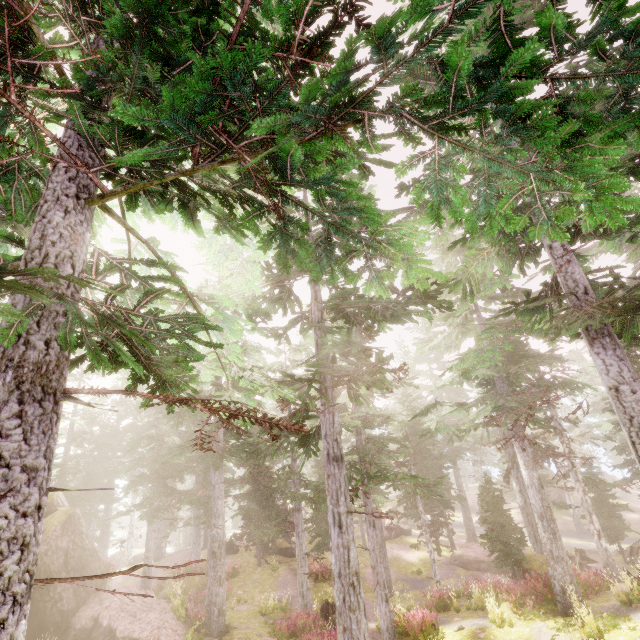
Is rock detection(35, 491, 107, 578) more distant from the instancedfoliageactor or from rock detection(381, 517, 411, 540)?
rock detection(381, 517, 411, 540)

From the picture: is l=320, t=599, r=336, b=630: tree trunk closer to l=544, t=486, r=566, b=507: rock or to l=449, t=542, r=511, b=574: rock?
l=449, t=542, r=511, b=574: rock

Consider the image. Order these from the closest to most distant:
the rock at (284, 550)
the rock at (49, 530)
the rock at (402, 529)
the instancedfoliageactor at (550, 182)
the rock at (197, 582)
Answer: the instancedfoliageactor at (550, 182)
the rock at (49, 530)
the rock at (197, 582)
the rock at (284, 550)
the rock at (402, 529)

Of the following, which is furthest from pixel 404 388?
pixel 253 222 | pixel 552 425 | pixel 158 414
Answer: pixel 253 222

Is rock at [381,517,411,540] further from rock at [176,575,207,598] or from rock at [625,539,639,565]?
rock at [625,539,639,565]

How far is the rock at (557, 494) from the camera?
44.4 meters

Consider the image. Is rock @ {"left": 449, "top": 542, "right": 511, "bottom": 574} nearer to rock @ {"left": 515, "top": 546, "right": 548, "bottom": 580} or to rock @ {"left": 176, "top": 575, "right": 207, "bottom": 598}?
rock @ {"left": 515, "top": 546, "right": 548, "bottom": 580}

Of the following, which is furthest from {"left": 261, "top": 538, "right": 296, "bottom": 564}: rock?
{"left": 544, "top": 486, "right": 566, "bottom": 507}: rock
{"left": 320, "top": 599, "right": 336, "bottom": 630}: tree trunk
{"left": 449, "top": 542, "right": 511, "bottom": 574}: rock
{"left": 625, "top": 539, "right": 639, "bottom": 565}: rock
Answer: {"left": 544, "top": 486, "right": 566, "bottom": 507}: rock
